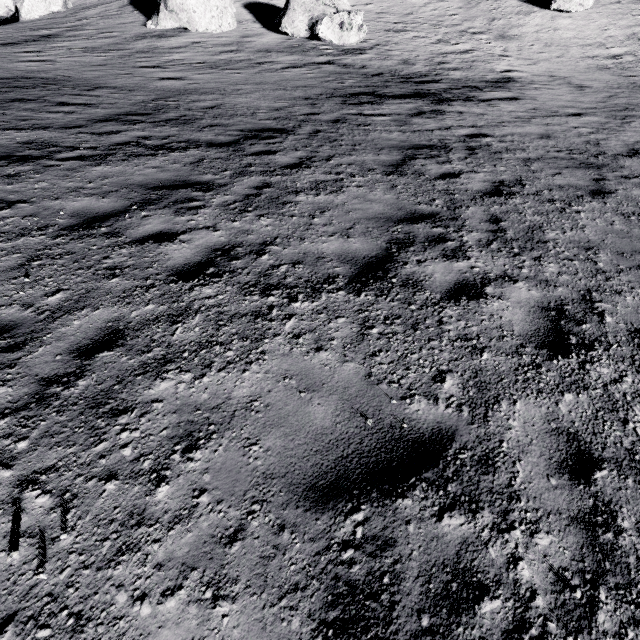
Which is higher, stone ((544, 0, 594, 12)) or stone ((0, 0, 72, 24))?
stone ((544, 0, 594, 12))

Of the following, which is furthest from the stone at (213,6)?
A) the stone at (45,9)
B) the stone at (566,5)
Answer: the stone at (566,5)

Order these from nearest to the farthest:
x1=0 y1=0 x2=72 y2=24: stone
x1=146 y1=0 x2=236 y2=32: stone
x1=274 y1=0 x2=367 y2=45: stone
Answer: x1=274 y1=0 x2=367 y2=45: stone < x1=146 y1=0 x2=236 y2=32: stone < x1=0 y1=0 x2=72 y2=24: stone

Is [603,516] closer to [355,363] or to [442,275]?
[355,363]

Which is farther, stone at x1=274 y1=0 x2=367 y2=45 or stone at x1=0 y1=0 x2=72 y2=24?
stone at x1=0 y1=0 x2=72 y2=24

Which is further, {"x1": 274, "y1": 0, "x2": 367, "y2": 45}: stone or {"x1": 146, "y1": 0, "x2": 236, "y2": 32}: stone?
{"x1": 146, "y1": 0, "x2": 236, "y2": 32}: stone

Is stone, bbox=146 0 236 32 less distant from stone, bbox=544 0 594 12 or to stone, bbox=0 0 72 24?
stone, bbox=0 0 72 24

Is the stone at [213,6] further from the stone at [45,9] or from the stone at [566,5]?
the stone at [566,5]
